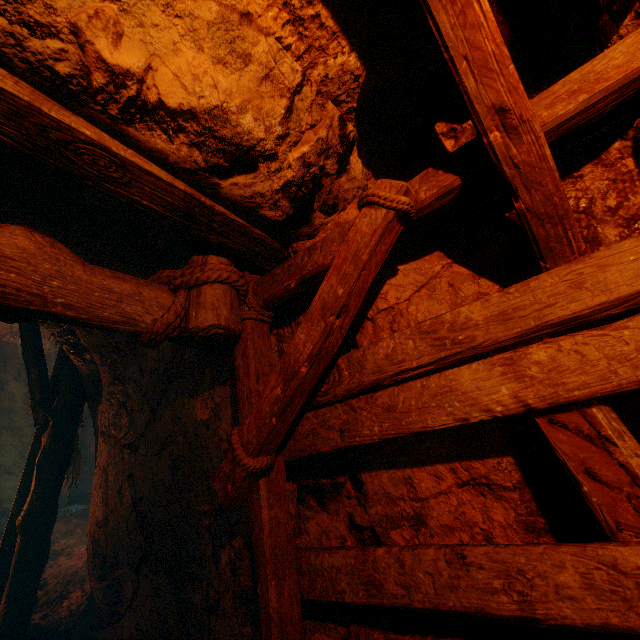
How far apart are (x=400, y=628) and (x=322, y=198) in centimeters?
245cm
